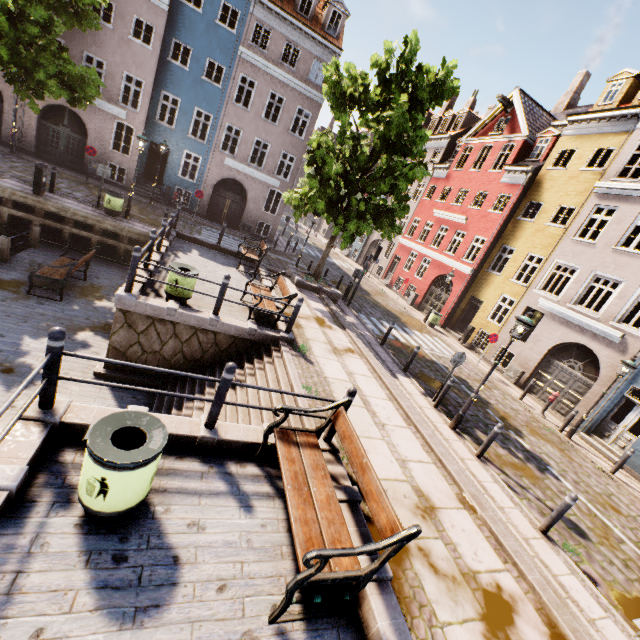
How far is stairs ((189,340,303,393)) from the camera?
7.3m

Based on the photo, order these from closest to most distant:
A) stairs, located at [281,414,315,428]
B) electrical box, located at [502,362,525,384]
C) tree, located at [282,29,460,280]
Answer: stairs, located at [281,414,315,428], tree, located at [282,29,460,280], electrical box, located at [502,362,525,384]

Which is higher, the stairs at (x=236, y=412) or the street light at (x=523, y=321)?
the street light at (x=523, y=321)

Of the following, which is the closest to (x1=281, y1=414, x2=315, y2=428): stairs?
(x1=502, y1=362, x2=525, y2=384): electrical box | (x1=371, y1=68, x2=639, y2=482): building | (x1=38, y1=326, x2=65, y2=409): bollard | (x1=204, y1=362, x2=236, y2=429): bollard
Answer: (x1=204, y1=362, x2=236, y2=429): bollard

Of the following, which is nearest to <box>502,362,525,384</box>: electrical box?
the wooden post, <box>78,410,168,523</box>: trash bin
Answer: <box>78,410,168,523</box>: trash bin

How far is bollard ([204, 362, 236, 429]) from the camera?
4.40m

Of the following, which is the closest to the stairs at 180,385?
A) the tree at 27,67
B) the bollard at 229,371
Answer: the bollard at 229,371

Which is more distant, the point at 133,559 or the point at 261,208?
the point at 261,208
